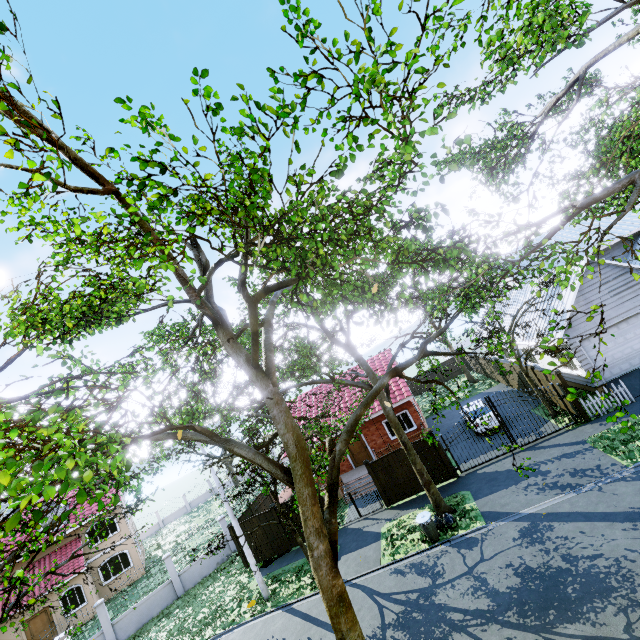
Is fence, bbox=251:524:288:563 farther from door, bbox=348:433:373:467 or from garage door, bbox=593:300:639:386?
door, bbox=348:433:373:467

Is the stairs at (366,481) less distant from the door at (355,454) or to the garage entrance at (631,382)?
the door at (355,454)

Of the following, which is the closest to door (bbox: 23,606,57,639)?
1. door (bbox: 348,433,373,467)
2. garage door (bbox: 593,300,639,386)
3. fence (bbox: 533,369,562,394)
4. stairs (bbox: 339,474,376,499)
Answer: fence (bbox: 533,369,562,394)

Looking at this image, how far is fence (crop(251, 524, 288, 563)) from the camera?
18.2m

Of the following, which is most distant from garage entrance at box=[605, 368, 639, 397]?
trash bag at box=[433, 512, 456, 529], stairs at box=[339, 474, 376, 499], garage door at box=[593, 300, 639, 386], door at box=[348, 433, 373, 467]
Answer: door at box=[348, 433, 373, 467]

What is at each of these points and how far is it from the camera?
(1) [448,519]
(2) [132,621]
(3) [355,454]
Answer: (1) trash bag, 13.1 meters
(2) fence, 18.5 meters
(3) door, 23.0 meters

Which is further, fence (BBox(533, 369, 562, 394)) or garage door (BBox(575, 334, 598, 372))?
garage door (BBox(575, 334, 598, 372))

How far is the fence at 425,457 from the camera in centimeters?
1645cm
